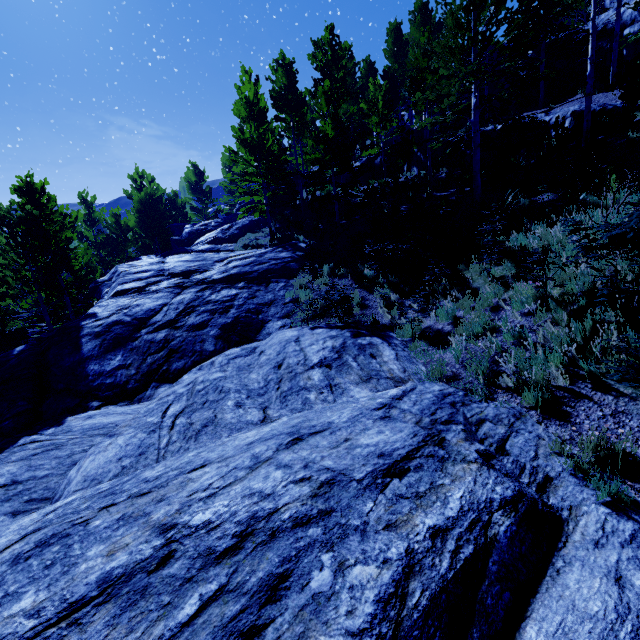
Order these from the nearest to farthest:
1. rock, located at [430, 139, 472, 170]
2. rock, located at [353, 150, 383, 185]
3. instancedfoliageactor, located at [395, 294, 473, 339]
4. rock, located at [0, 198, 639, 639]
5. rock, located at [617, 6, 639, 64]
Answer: rock, located at [0, 198, 639, 639] → instancedfoliageactor, located at [395, 294, 473, 339] → rock, located at [617, 6, 639, 64] → rock, located at [430, 139, 472, 170] → rock, located at [353, 150, 383, 185]

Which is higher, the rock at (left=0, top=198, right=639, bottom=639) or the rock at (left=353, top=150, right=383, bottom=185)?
the rock at (left=353, top=150, right=383, bottom=185)

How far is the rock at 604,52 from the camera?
17.6m

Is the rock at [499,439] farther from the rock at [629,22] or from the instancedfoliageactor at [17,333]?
the rock at [629,22]

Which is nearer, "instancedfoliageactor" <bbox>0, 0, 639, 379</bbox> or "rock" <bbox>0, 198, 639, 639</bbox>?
"rock" <bbox>0, 198, 639, 639</bbox>

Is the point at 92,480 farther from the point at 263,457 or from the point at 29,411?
the point at 29,411

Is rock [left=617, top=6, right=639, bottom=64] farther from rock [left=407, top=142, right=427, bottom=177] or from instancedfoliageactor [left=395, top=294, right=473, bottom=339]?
rock [left=407, top=142, right=427, bottom=177]

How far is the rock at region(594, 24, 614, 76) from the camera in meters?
17.6 m
